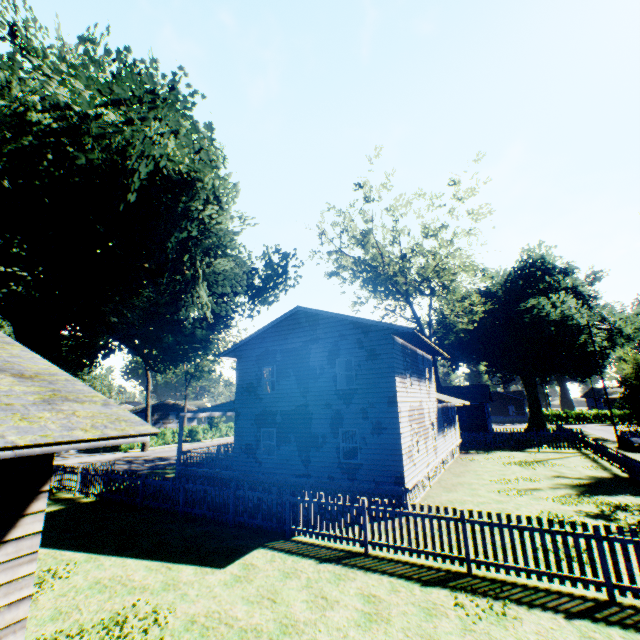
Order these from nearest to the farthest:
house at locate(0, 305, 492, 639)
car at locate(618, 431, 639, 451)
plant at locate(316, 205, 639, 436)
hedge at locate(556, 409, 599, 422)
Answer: house at locate(0, 305, 492, 639), car at locate(618, 431, 639, 451), plant at locate(316, 205, 639, 436), hedge at locate(556, 409, 599, 422)

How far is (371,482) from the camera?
14.86m

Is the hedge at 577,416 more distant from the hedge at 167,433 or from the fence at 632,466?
the hedge at 167,433

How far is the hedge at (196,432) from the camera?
48.2m

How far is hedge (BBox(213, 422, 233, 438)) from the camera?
53.2m

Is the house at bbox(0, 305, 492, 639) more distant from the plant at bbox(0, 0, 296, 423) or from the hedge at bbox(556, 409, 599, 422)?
the hedge at bbox(556, 409, 599, 422)

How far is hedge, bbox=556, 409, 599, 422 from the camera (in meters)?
56.47
